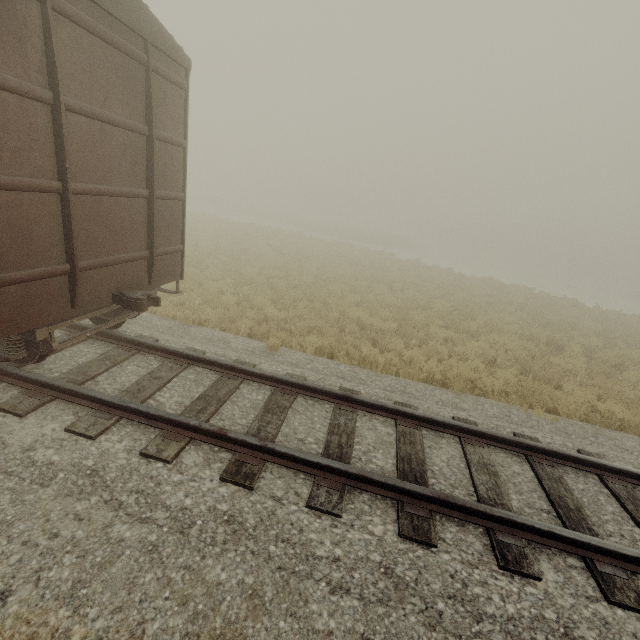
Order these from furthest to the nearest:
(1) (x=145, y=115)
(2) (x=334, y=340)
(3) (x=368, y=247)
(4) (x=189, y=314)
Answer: (3) (x=368, y=247) < (2) (x=334, y=340) < (4) (x=189, y=314) < (1) (x=145, y=115)
